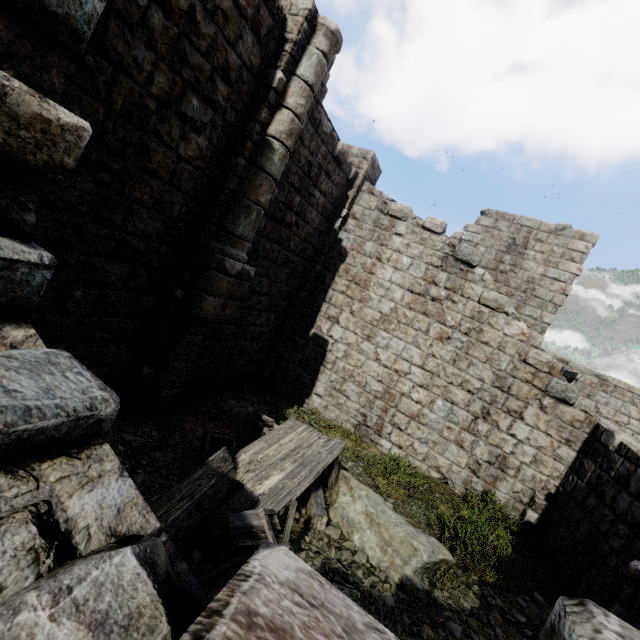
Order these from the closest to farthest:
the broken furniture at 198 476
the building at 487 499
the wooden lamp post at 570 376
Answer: the building at 487 499 → the broken furniture at 198 476 → the wooden lamp post at 570 376

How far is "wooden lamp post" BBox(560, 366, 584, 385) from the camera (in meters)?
10.45

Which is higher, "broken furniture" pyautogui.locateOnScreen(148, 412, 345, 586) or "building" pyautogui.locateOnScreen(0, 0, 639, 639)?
"building" pyautogui.locateOnScreen(0, 0, 639, 639)

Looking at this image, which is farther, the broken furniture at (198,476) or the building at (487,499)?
the broken furniture at (198,476)

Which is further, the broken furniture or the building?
the broken furniture

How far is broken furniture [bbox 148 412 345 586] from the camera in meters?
3.8 m

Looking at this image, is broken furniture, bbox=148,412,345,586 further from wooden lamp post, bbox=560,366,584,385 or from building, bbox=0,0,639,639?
wooden lamp post, bbox=560,366,584,385

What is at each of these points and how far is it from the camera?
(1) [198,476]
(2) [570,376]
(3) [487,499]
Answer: (1) broken furniture, 4.4m
(2) wooden lamp post, 10.9m
(3) building, 8.6m
